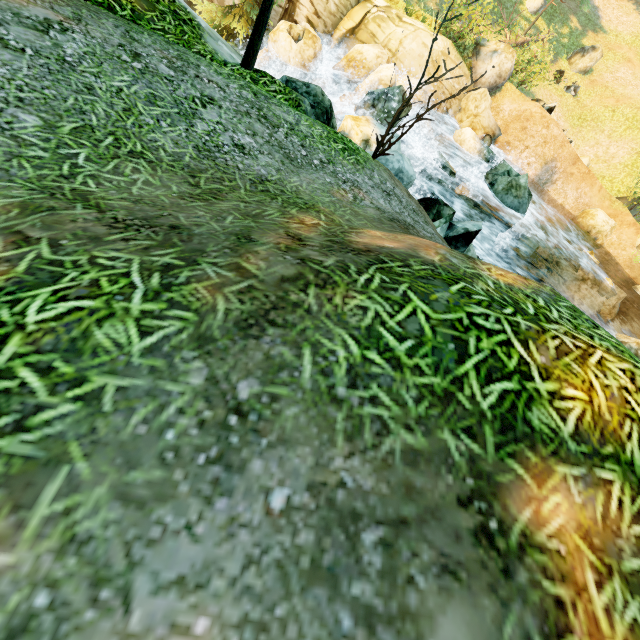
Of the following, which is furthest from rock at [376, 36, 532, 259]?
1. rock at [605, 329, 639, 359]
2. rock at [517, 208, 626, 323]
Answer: rock at [605, 329, 639, 359]

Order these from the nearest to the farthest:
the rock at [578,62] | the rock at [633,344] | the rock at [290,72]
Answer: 1. the rock at [290,72]
2. the rock at [633,344]
3. the rock at [578,62]

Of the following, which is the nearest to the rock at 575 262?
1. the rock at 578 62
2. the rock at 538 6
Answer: the rock at 578 62

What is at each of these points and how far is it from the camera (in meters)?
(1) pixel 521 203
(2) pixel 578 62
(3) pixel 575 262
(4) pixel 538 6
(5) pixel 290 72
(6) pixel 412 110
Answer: (1) rock, 12.57
(2) rock, 21.38
(3) rock, 14.32
(4) rock, 20.98
(5) rock, 14.02
(6) rock, 13.62

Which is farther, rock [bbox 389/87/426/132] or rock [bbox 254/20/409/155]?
rock [bbox 389/87/426/132]

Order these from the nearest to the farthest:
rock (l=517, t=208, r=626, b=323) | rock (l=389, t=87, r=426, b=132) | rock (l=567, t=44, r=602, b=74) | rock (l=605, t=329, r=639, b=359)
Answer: rock (l=605, t=329, r=639, b=359), rock (l=389, t=87, r=426, b=132), rock (l=517, t=208, r=626, b=323), rock (l=567, t=44, r=602, b=74)

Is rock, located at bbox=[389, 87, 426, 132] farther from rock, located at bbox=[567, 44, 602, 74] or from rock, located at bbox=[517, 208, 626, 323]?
rock, located at bbox=[567, 44, 602, 74]

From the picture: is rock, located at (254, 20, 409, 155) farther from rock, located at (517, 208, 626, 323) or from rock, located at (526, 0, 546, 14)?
rock, located at (526, 0, 546, 14)
